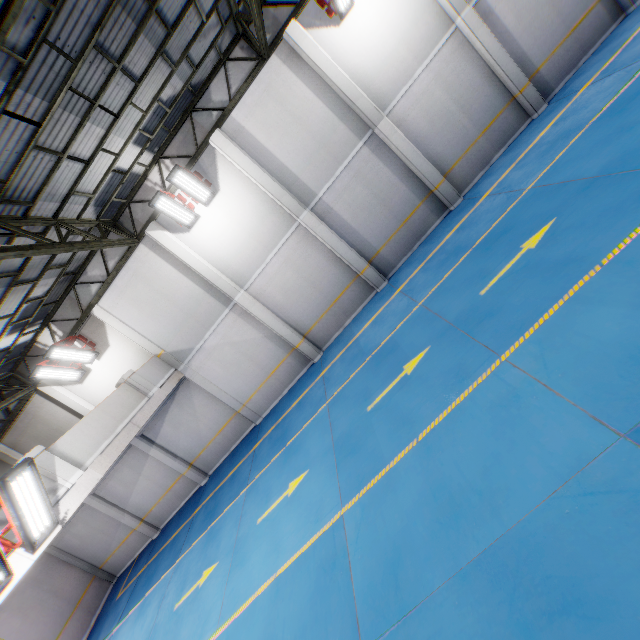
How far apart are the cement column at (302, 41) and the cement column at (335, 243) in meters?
3.3 m

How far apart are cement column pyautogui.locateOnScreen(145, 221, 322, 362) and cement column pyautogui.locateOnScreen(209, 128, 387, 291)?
3.2 meters

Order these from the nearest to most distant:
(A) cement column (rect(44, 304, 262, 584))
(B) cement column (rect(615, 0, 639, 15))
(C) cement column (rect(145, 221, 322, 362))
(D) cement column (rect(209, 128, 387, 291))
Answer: (B) cement column (rect(615, 0, 639, 15)) → (D) cement column (rect(209, 128, 387, 291)) → (C) cement column (rect(145, 221, 322, 362)) → (A) cement column (rect(44, 304, 262, 584))

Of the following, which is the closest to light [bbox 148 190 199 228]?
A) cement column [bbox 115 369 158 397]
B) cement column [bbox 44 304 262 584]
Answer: cement column [bbox 44 304 262 584]

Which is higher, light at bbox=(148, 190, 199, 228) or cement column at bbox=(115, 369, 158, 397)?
light at bbox=(148, 190, 199, 228)

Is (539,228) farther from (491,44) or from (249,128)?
(249,128)

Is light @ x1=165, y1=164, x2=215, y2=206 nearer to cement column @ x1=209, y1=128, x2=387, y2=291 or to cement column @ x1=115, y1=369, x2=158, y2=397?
cement column @ x1=209, y1=128, x2=387, y2=291

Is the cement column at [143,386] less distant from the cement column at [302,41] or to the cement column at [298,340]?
the cement column at [298,340]
